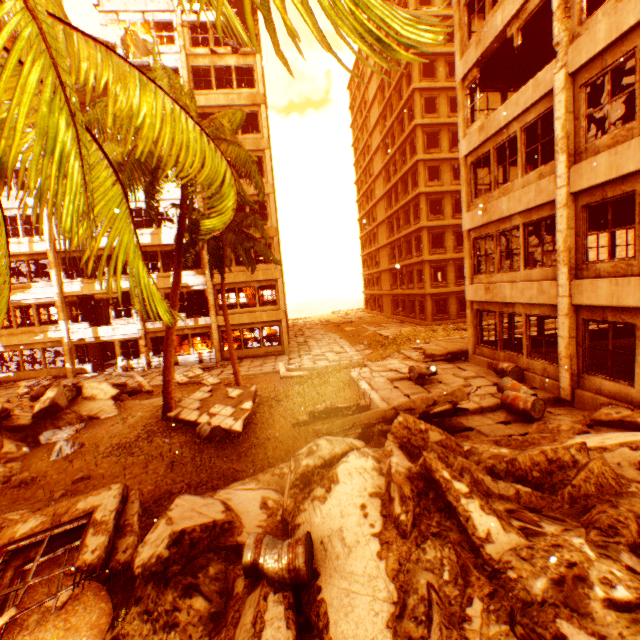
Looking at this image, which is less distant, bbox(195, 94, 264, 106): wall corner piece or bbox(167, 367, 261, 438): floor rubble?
bbox(167, 367, 261, 438): floor rubble

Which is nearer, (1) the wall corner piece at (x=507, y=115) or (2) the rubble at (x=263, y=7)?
(2) the rubble at (x=263, y=7)

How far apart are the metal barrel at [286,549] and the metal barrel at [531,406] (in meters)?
6.60

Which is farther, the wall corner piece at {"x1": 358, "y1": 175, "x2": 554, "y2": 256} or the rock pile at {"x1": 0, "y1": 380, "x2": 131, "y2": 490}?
the wall corner piece at {"x1": 358, "y1": 175, "x2": 554, "y2": 256}

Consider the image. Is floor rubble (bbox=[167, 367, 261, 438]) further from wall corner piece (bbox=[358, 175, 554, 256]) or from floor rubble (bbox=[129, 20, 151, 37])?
floor rubble (bbox=[129, 20, 151, 37])

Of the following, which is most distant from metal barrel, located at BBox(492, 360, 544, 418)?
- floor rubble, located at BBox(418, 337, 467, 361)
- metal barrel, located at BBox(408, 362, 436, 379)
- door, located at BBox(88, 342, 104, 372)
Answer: door, located at BBox(88, 342, 104, 372)

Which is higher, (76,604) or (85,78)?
(85,78)

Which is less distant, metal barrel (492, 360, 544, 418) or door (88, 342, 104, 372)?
→ metal barrel (492, 360, 544, 418)
